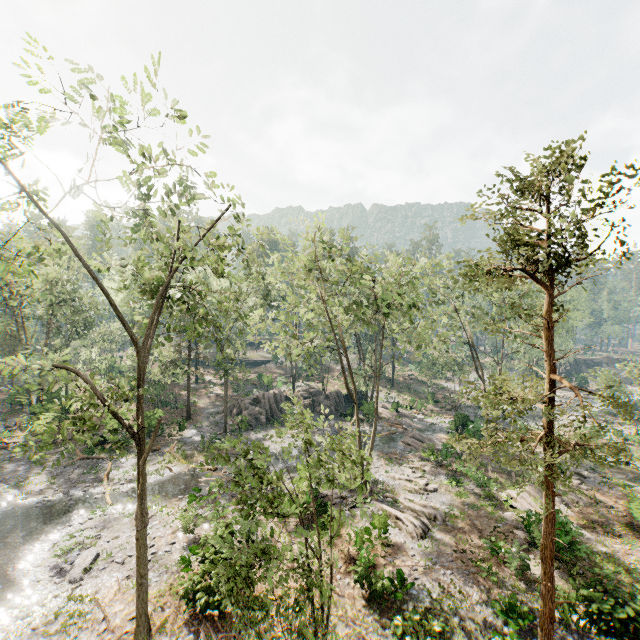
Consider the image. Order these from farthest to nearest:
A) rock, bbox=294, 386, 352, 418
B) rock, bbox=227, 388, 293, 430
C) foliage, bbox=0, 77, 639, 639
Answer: rock, bbox=294, 386, 352, 418, rock, bbox=227, 388, 293, 430, foliage, bbox=0, 77, 639, 639

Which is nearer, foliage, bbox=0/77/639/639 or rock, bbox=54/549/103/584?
foliage, bbox=0/77/639/639

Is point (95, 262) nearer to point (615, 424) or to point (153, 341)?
point (153, 341)

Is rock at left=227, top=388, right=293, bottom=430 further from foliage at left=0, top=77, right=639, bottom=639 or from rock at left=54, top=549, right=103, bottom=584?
rock at left=54, top=549, right=103, bottom=584

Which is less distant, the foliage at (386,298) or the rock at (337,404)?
the foliage at (386,298)

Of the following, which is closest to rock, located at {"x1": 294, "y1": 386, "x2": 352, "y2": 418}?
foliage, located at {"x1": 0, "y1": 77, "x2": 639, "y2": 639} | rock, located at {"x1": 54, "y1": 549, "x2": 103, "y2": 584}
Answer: foliage, located at {"x1": 0, "y1": 77, "x2": 639, "y2": 639}

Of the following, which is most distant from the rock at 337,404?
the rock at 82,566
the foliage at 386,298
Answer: the rock at 82,566
